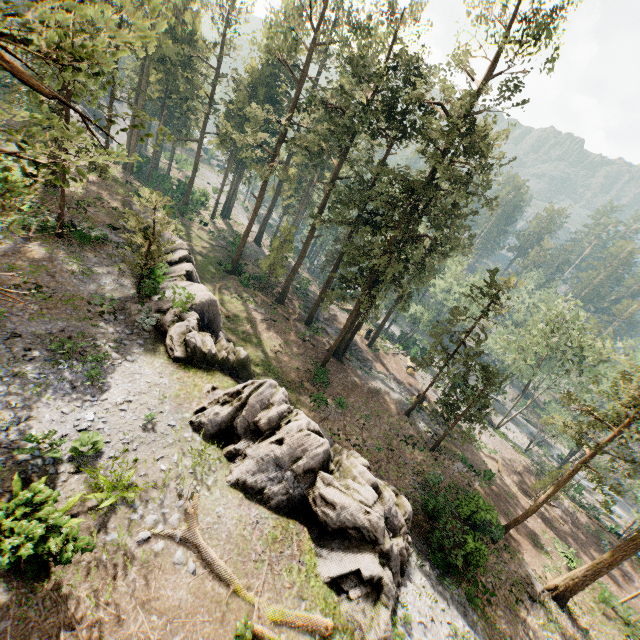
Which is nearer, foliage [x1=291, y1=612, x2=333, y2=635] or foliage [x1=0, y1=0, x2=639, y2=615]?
foliage [x1=0, y1=0, x2=639, y2=615]

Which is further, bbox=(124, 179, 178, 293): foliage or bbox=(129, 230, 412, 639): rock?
bbox=(124, 179, 178, 293): foliage

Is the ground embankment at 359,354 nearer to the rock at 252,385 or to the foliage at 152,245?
the foliage at 152,245

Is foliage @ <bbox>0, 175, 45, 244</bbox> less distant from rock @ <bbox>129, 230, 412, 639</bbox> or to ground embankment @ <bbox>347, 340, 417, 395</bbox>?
ground embankment @ <bbox>347, 340, 417, 395</bbox>

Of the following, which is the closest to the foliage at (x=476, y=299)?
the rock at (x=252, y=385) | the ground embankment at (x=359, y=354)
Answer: the ground embankment at (x=359, y=354)

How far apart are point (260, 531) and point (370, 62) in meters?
55.4

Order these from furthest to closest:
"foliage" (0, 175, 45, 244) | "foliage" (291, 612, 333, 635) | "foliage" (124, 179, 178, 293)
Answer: "foliage" (124, 179, 178, 293)
"foliage" (291, 612, 333, 635)
"foliage" (0, 175, 45, 244)
